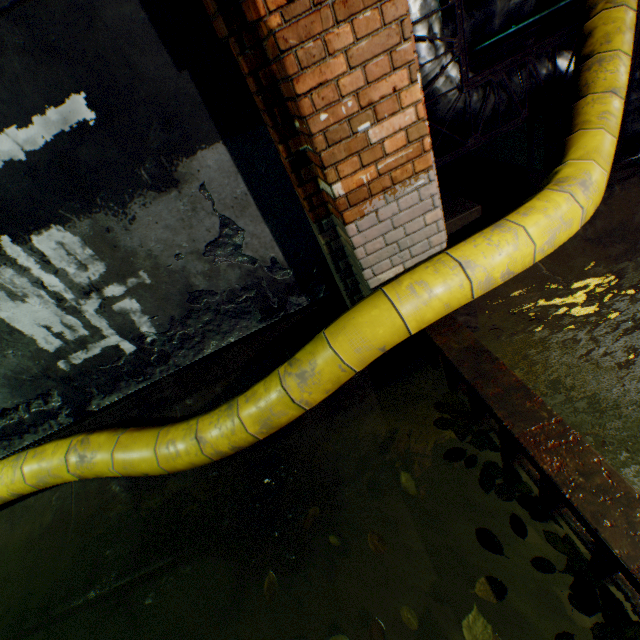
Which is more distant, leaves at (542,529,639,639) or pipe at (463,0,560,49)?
pipe at (463,0,560,49)

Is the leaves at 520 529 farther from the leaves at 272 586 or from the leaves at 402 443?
the leaves at 272 586

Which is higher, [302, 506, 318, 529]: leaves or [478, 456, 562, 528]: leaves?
[302, 506, 318, 529]: leaves

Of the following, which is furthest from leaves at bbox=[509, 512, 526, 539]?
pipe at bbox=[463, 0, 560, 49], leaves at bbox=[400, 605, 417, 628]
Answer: pipe at bbox=[463, 0, 560, 49]

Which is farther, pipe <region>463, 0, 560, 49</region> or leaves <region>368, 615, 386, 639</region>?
pipe <region>463, 0, 560, 49</region>

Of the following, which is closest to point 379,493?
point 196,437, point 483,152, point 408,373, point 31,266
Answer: point 408,373

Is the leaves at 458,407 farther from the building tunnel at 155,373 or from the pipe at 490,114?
the pipe at 490,114

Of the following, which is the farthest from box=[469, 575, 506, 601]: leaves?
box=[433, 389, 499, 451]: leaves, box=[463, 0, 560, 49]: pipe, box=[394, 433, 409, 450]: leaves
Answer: box=[463, 0, 560, 49]: pipe
